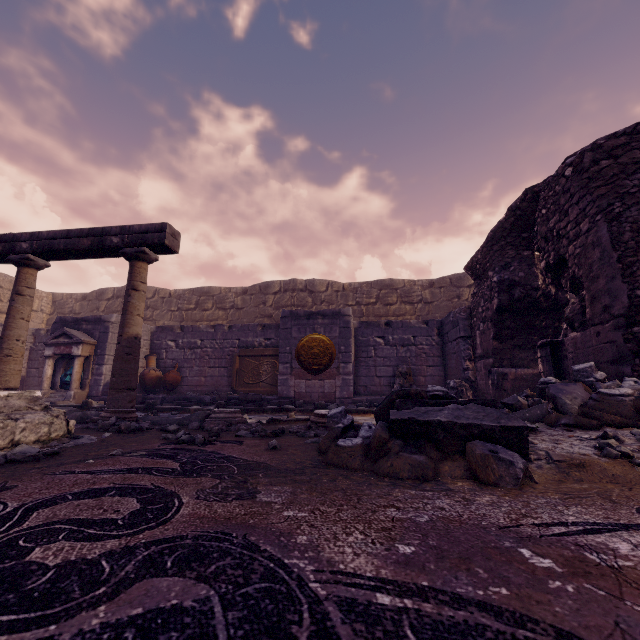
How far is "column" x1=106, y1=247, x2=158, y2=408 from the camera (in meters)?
4.21

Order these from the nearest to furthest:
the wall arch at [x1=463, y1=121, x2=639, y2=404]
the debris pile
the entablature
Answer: the debris pile → the wall arch at [x1=463, y1=121, x2=639, y2=404] → the entablature

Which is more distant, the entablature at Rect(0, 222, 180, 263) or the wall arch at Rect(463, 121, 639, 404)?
the entablature at Rect(0, 222, 180, 263)

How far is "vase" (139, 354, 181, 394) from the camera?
10.0 meters

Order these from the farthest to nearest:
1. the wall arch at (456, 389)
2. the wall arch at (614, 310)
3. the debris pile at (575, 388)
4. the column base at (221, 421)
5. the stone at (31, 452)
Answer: the wall arch at (456, 389)
the column base at (221, 421)
the wall arch at (614, 310)
the stone at (31, 452)
the debris pile at (575, 388)

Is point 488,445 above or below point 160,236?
below

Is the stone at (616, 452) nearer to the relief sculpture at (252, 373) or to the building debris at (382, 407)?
the building debris at (382, 407)

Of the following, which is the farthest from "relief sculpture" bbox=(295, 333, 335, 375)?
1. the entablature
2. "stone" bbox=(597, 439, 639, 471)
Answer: "stone" bbox=(597, 439, 639, 471)
